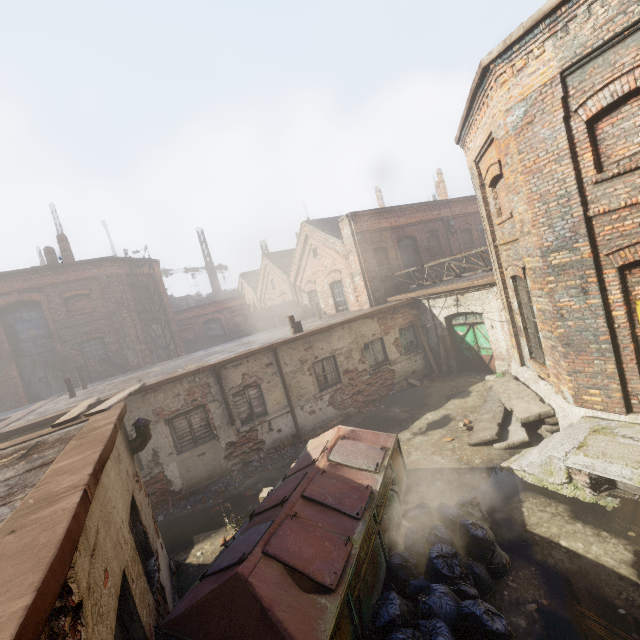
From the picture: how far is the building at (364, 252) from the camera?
15.6 meters

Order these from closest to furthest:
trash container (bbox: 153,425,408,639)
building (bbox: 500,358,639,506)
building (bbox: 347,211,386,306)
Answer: trash container (bbox: 153,425,408,639)
building (bbox: 500,358,639,506)
building (bbox: 347,211,386,306)

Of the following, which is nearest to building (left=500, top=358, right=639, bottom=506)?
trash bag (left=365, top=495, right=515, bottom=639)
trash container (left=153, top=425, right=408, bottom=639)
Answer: trash bag (left=365, top=495, right=515, bottom=639)

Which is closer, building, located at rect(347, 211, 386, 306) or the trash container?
the trash container

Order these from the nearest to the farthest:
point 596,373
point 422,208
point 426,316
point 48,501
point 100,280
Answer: point 48,501, point 596,373, point 426,316, point 422,208, point 100,280

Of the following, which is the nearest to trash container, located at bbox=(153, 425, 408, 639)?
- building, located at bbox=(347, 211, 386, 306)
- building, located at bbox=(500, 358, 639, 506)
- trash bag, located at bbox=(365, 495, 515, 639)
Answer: trash bag, located at bbox=(365, 495, 515, 639)

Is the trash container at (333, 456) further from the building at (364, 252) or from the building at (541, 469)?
the building at (364, 252)

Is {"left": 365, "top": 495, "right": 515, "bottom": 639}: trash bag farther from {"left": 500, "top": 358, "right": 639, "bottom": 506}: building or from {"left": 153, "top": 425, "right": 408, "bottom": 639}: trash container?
{"left": 500, "top": 358, "right": 639, "bottom": 506}: building
